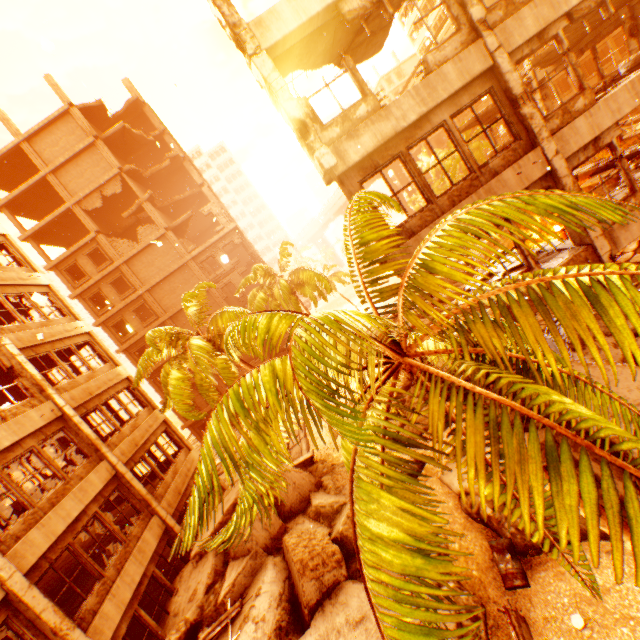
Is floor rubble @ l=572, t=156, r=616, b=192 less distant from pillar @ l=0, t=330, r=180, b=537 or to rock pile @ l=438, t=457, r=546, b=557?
rock pile @ l=438, t=457, r=546, b=557

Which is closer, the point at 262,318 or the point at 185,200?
the point at 262,318

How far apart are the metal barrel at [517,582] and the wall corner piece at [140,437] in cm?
1300

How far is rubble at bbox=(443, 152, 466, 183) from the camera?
39.50m

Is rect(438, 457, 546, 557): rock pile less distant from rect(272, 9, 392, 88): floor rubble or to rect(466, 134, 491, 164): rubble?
rect(466, 134, 491, 164): rubble

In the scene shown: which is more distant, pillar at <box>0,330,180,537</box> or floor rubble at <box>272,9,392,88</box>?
pillar at <box>0,330,180,537</box>

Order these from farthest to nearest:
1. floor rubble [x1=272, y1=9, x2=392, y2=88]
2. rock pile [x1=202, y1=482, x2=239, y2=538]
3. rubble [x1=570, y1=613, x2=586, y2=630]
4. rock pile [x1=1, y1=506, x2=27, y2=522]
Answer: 1. rock pile [x1=202, y1=482, x2=239, y2=538]
2. rock pile [x1=1, y1=506, x2=27, y2=522]
3. floor rubble [x1=272, y1=9, x2=392, y2=88]
4. rubble [x1=570, y1=613, x2=586, y2=630]

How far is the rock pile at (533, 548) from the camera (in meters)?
7.60
